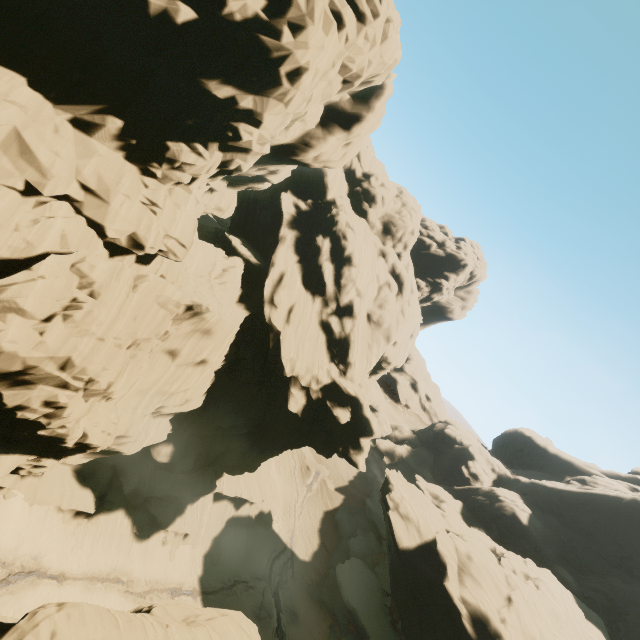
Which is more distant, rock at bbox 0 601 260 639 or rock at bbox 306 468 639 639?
rock at bbox 306 468 639 639

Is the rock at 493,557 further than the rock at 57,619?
Yes

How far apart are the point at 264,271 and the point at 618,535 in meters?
66.7
